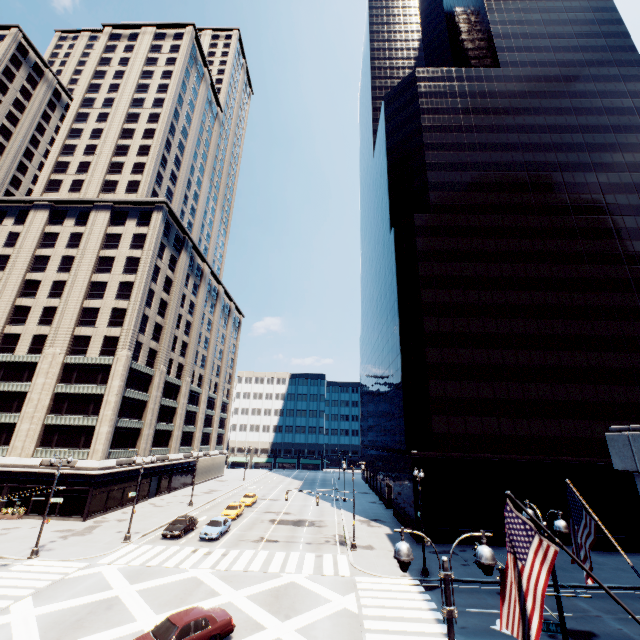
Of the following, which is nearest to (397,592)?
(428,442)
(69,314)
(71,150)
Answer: (428,442)

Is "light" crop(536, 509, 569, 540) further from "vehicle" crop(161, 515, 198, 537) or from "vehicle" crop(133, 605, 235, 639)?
"vehicle" crop(161, 515, 198, 537)

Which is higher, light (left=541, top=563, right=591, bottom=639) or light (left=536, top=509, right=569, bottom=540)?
light (left=536, top=509, right=569, bottom=540)

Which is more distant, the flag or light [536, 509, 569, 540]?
light [536, 509, 569, 540]

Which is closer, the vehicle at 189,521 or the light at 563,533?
the light at 563,533

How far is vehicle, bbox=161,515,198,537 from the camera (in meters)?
30.86

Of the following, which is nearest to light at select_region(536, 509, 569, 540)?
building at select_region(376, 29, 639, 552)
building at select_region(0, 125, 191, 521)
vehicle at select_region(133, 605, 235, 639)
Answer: vehicle at select_region(133, 605, 235, 639)

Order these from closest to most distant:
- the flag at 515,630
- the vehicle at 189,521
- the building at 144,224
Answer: the flag at 515,630
the vehicle at 189,521
the building at 144,224
